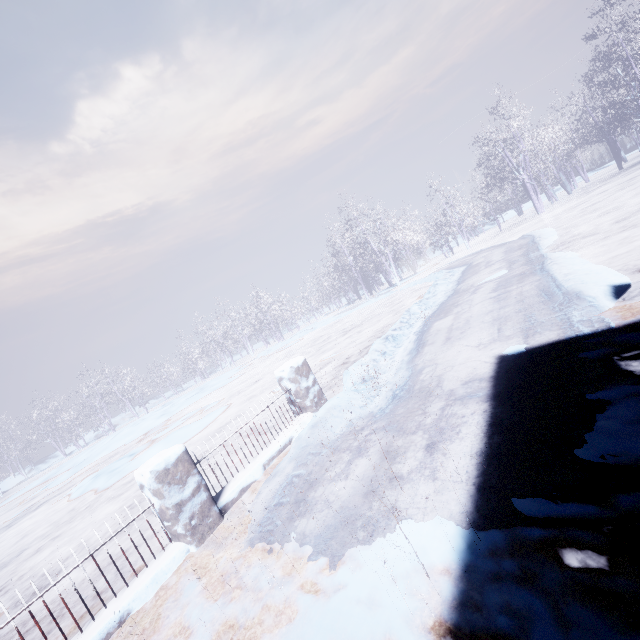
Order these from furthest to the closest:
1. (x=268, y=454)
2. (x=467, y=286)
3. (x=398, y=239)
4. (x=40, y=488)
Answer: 1. (x=398, y=239)
2. (x=40, y=488)
3. (x=467, y=286)
4. (x=268, y=454)
